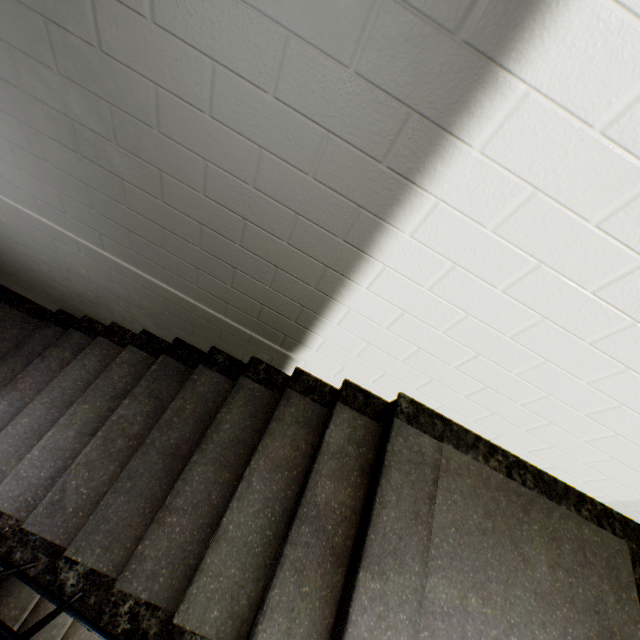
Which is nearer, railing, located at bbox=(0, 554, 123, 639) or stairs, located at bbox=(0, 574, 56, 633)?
railing, located at bbox=(0, 554, 123, 639)

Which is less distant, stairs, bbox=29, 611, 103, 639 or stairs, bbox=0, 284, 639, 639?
stairs, bbox=0, 284, 639, 639

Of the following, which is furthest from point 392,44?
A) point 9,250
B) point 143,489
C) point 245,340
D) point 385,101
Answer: point 9,250

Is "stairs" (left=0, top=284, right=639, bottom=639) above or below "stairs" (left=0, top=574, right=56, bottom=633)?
above

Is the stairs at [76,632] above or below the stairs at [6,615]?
below

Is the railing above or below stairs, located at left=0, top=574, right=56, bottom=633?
above
